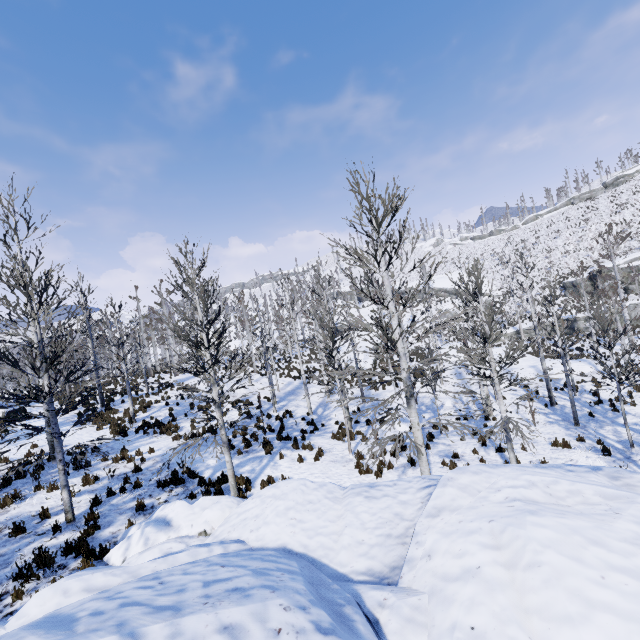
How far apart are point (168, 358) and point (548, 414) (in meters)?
46.01

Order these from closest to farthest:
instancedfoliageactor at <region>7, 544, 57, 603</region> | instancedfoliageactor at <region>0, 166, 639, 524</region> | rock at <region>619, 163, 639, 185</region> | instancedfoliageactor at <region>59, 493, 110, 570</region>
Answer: instancedfoliageactor at <region>7, 544, 57, 603</region>, instancedfoliageactor at <region>59, 493, 110, 570</region>, instancedfoliageactor at <region>0, 166, 639, 524</region>, rock at <region>619, 163, 639, 185</region>

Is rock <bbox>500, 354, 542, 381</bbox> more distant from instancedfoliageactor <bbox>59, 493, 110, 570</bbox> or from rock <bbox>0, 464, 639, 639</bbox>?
rock <bbox>0, 464, 639, 639</bbox>

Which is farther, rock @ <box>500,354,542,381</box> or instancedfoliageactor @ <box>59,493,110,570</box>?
rock @ <box>500,354,542,381</box>

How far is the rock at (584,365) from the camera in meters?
22.4 m

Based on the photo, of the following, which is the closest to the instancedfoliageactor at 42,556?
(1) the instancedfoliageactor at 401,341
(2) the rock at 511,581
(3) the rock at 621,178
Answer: (2) the rock at 511,581

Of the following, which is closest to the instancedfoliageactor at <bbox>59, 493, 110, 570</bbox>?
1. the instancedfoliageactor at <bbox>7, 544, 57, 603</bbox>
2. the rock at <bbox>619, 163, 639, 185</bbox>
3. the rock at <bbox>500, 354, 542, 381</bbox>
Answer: the rock at <bbox>500, 354, 542, 381</bbox>

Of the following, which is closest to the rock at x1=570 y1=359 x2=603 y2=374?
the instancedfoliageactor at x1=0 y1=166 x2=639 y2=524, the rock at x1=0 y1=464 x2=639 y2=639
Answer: the instancedfoliageactor at x1=0 y1=166 x2=639 y2=524
